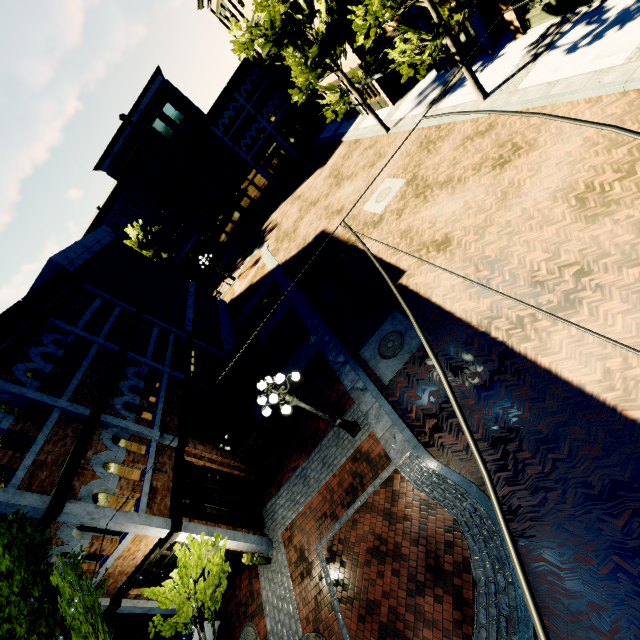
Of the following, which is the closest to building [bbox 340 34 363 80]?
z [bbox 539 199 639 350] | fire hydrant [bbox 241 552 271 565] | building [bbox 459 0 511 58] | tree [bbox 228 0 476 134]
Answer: building [bbox 459 0 511 58]

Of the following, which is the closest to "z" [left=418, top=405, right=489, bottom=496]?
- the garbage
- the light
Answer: the light

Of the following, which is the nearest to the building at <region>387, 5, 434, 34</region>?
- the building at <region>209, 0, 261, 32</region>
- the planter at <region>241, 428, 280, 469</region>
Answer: the building at <region>209, 0, 261, 32</region>

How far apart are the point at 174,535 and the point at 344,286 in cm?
1100

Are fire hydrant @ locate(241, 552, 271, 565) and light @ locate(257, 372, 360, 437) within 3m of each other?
no

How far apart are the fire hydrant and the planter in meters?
3.1

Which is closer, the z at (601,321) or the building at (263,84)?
the z at (601,321)

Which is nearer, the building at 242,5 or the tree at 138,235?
the building at 242,5
